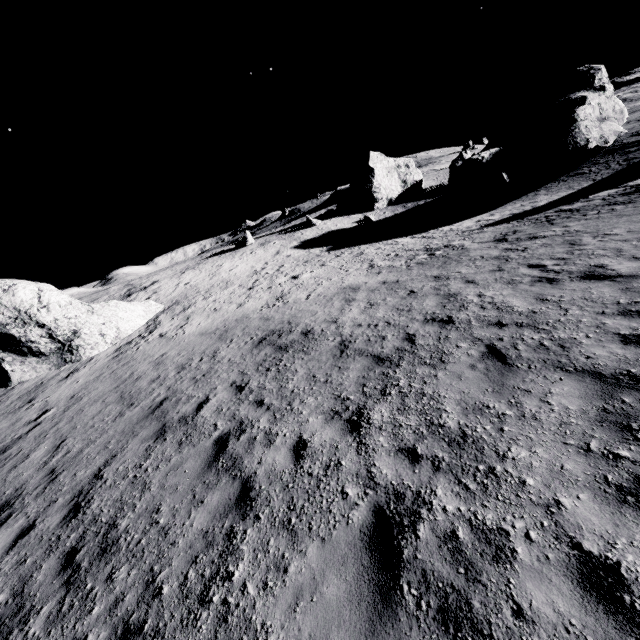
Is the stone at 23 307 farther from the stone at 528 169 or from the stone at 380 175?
the stone at 380 175

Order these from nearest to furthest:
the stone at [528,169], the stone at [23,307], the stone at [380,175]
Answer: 1. the stone at [23,307]
2. the stone at [528,169]
3. the stone at [380,175]

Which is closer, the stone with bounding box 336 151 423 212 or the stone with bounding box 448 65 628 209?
the stone with bounding box 448 65 628 209

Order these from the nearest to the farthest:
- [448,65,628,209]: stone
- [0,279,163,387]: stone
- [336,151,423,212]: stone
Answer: [0,279,163,387]: stone, [448,65,628,209]: stone, [336,151,423,212]: stone

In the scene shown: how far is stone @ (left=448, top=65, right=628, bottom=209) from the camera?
27.64m

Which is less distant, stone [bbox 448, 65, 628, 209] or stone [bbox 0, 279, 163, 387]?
stone [bbox 0, 279, 163, 387]

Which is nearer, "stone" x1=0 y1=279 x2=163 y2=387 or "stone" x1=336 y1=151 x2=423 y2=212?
"stone" x1=0 y1=279 x2=163 y2=387

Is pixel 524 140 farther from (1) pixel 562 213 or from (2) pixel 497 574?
(2) pixel 497 574
